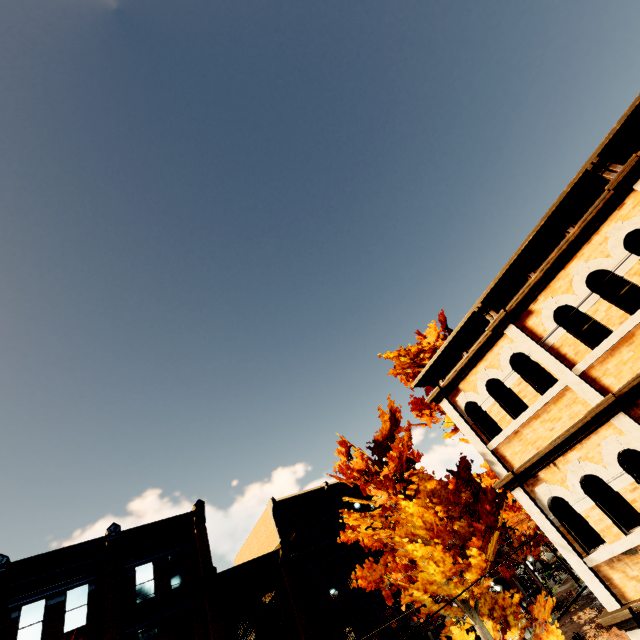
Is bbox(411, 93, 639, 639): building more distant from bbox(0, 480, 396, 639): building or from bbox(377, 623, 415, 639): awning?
bbox(0, 480, 396, 639): building

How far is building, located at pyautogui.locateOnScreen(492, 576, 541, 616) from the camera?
27.0m

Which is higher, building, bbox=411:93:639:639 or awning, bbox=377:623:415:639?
building, bbox=411:93:639:639

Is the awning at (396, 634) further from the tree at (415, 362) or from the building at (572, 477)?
the building at (572, 477)

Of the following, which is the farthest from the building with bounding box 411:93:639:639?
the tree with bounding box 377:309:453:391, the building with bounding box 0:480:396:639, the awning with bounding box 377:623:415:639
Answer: the building with bounding box 0:480:396:639

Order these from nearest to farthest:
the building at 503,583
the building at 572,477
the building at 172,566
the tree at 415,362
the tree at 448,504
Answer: the building at 572,477 < the tree at 448,504 < the building at 172,566 < the tree at 415,362 < the building at 503,583

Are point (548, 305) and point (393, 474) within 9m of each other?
yes

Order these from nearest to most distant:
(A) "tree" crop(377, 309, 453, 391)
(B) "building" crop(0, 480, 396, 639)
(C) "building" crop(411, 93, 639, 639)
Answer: (C) "building" crop(411, 93, 639, 639)
(B) "building" crop(0, 480, 396, 639)
(A) "tree" crop(377, 309, 453, 391)
